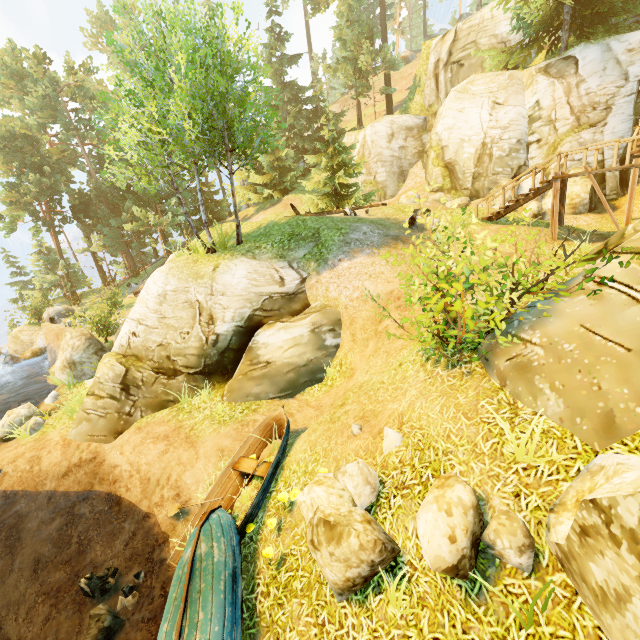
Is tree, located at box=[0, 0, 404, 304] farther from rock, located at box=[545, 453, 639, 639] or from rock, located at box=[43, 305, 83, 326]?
rock, located at box=[545, 453, 639, 639]

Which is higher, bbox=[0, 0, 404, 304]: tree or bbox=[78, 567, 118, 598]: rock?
bbox=[0, 0, 404, 304]: tree

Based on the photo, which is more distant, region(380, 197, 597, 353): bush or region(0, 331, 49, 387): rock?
region(0, 331, 49, 387): rock

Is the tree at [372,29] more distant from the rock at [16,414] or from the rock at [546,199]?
the rock at [16,414]

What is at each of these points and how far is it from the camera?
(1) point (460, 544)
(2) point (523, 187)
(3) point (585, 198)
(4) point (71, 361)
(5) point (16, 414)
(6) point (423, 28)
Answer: A:
(1) rock, 3.6 meters
(2) rock, 17.9 meters
(3) rock, 16.2 meters
(4) rock, 15.0 meters
(5) rock, 12.6 meters
(6) tree, 53.3 meters

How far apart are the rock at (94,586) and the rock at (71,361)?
9.7 meters

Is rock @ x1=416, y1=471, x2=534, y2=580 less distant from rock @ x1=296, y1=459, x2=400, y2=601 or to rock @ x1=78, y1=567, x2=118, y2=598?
→ rock @ x1=296, y1=459, x2=400, y2=601

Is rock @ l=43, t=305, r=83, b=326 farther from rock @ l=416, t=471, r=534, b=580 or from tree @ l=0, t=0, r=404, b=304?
rock @ l=416, t=471, r=534, b=580
